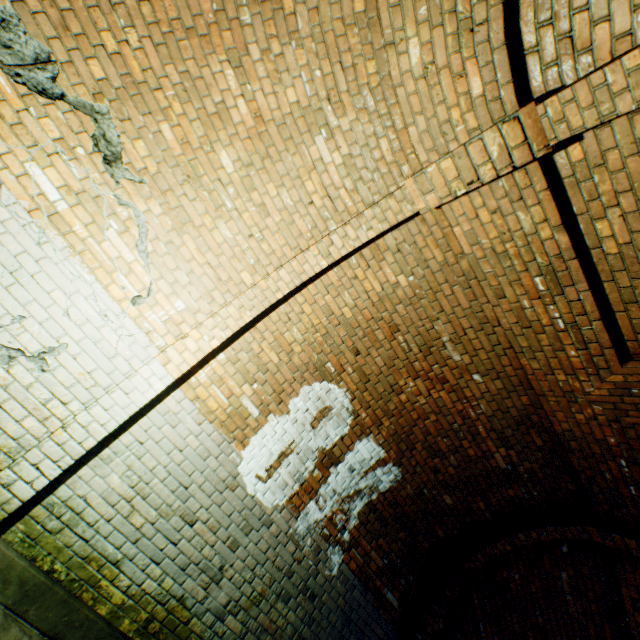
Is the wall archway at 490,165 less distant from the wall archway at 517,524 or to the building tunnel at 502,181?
the building tunnel at 502,181

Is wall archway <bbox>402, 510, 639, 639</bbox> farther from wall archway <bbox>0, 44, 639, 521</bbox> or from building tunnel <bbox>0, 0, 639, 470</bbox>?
wall archway <bbox>0, 44, 639, 521</bbox>

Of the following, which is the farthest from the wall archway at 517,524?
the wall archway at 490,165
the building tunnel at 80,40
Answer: the wall archway at 490,165

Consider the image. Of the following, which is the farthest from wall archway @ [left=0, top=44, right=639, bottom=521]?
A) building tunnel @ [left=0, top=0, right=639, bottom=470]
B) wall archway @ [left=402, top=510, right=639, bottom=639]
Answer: wall archway @ [left=402, top=510, right=639, bottom=639]

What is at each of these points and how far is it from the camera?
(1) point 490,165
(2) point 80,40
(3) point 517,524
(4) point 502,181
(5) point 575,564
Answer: (1) wall archway, 2.4m
(2) building tunnel, 2.5m
(3) wall archway, 4.7m
(4) building tunnel, 2.6m
(5) building tunnel, 4.6m

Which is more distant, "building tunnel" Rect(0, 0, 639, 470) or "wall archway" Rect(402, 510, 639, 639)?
"wall archway" Rect(402, 510, 639, 639)
